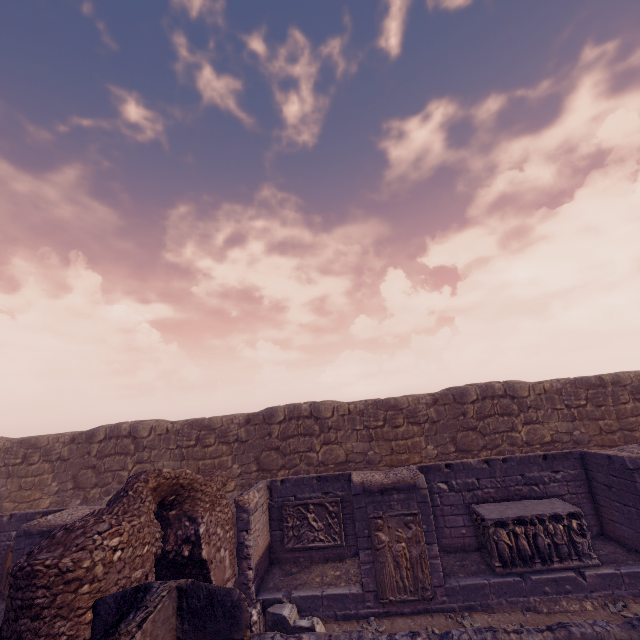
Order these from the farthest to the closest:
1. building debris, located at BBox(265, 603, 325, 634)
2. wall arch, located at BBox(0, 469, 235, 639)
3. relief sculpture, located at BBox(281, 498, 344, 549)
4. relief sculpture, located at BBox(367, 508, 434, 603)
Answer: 1. relief sculpture, located at BBox(281, 498, 344, 549)
2. relief sculpture, located at BBox(367, 508, 434, 603)
3. building debris, located at BBox(265, 603, 325, 634)
4. wall arch, located at BBox(0, 469, 235, 639)

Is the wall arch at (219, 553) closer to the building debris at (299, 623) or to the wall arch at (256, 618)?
the wall arch at (256, 618)

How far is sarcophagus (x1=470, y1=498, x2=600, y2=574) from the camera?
7.7m

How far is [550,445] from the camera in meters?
12.4 m

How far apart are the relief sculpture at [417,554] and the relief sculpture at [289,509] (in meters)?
1.77

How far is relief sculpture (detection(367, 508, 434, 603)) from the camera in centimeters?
757cm

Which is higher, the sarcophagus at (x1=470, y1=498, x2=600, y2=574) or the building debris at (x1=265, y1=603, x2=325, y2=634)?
the sarcophagus at (x1=470, y1=498, x2=600, y2=574)

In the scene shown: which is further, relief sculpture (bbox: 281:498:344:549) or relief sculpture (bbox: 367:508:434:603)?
relief sculpture (bbox: 281:498:344:549)
